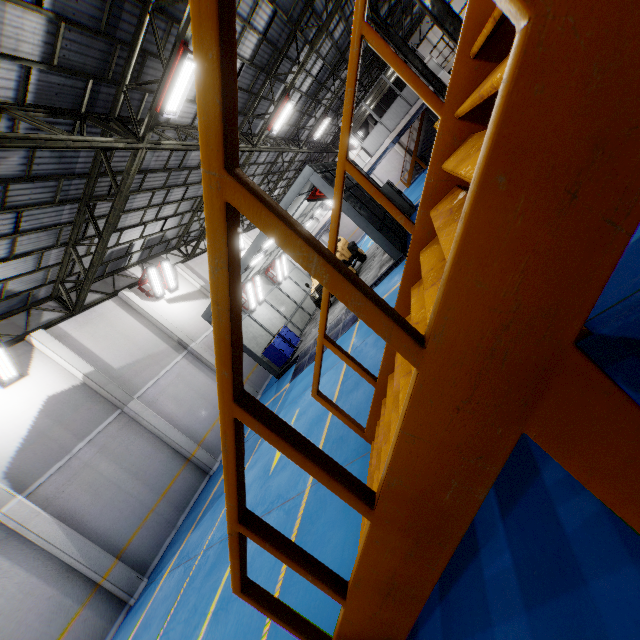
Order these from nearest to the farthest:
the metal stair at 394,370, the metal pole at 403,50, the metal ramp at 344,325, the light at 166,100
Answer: the metal stair at 394,370
the light at 166,100
the metal ramp at 344,325
the metal pole at 403,50

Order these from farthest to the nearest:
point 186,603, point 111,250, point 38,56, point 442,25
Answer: point 111,250 → point 442,25 → point 38,56 → point 186,603

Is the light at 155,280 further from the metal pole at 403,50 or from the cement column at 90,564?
the metal pole at 403,50

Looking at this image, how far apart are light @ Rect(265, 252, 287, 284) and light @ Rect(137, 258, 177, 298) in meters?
5.8 m

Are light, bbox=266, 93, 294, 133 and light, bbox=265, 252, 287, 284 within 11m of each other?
yes

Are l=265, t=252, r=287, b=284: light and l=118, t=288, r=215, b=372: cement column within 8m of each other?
yes

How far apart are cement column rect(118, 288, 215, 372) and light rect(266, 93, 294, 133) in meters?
9.8 m

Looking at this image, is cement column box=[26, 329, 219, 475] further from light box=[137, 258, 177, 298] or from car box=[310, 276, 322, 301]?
car box=[310, 276, 322, 301]
